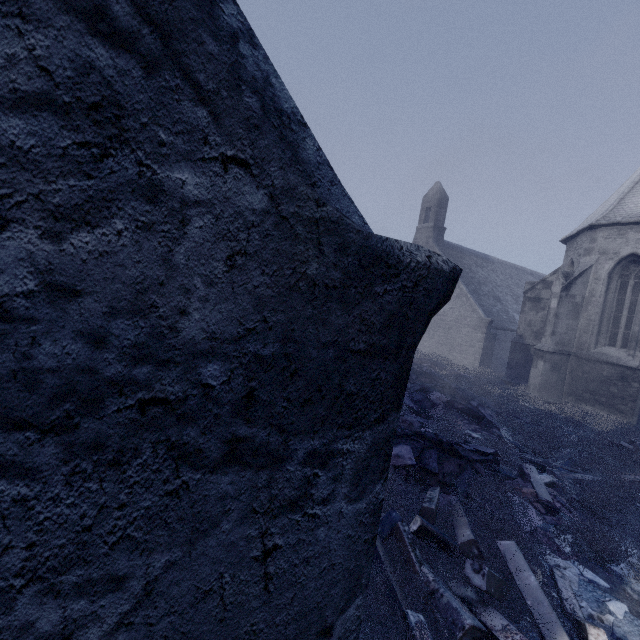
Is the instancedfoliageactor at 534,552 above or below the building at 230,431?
below

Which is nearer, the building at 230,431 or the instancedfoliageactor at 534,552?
the building at 230,431

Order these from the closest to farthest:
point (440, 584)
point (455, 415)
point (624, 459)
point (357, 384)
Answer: point (357, 384)
point (440, 584)
point (624, 459)
point (455, 415)

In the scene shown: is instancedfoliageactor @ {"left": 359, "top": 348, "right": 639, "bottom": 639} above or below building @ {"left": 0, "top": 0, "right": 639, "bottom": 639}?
below

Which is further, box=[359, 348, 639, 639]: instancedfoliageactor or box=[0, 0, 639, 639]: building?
box=[359, 348, 639, 639]: instancedfoliageactor
